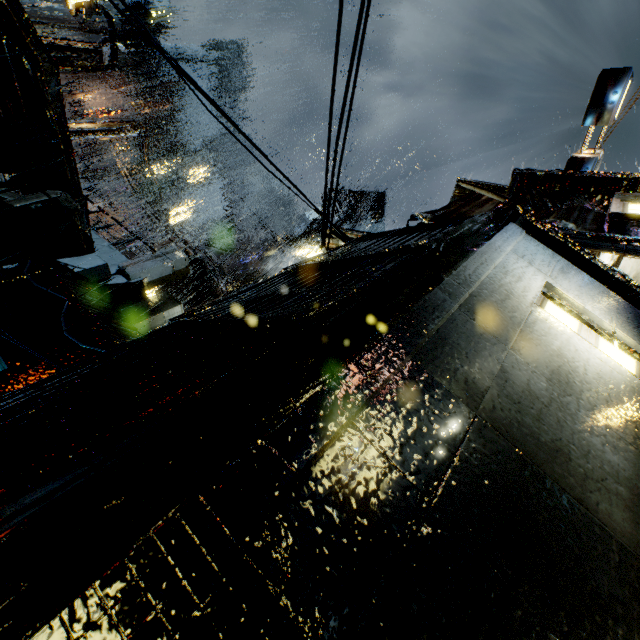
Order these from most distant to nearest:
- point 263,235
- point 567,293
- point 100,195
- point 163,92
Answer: point 163,92, point 100,195, point 263,235, point 567,293

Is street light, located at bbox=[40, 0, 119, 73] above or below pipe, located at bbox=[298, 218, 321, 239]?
below

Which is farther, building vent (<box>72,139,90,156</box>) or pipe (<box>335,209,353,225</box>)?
building vent (<box>72,139,90,156</box>)

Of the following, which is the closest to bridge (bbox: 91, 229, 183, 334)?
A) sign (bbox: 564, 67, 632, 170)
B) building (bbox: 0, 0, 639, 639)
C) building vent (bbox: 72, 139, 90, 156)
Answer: building (bbox: 0, 0, 639, 639)

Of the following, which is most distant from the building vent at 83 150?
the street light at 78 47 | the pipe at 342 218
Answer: the street light at 78 47

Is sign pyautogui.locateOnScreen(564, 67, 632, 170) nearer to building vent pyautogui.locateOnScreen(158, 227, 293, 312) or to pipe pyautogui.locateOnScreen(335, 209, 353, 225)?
building vent pyautogui.locateOnScreen(158, 227, 293, 312)

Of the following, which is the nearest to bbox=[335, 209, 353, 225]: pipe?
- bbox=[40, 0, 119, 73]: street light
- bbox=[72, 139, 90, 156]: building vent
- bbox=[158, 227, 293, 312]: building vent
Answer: bbox=[158, 227, 293, 312]: building vent

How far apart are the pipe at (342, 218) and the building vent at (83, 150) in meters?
43.5 m
